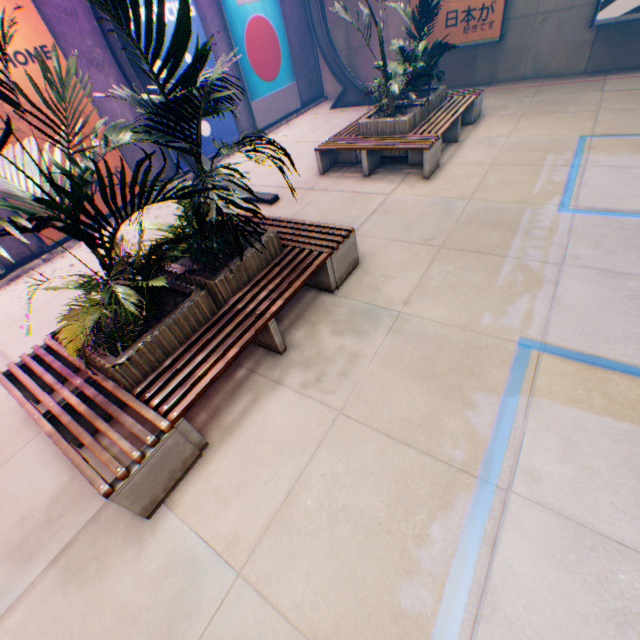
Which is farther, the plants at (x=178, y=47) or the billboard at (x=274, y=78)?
the billboard at (x=274, y=78)

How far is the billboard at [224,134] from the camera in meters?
9.6

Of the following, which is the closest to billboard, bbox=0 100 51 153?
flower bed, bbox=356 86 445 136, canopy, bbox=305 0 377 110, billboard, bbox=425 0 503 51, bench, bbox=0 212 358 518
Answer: canopy, bbox=305 0 377 110

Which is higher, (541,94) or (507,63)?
(507,63)

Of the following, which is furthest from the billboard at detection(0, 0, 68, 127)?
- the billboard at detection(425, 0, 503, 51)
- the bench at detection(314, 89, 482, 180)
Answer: the billboard at detection(425, 0, 503, 51)

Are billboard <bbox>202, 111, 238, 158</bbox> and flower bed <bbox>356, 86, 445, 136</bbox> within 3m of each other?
no

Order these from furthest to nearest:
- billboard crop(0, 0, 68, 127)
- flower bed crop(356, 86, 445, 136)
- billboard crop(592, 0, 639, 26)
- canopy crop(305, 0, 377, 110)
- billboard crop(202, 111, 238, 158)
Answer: canopy crop(305, 0, 377, 110) < billboard crop(202, 111, 238, 158) < billboard crop(592, 0, 639, 26) < flower bed crop(356, 86, 445, 136) < billboard crop(0, 0, 68, 127)

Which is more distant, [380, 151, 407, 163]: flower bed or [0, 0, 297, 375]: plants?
[380, 151, 407, 163]: flower bed
